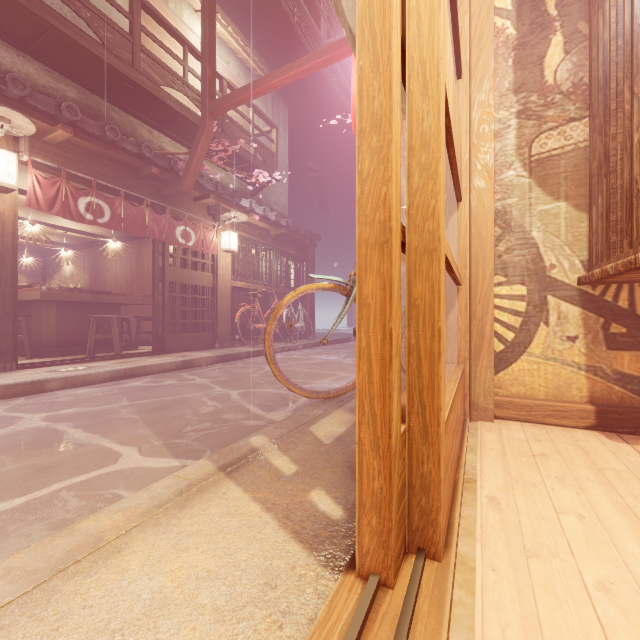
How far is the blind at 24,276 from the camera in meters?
18.6 m

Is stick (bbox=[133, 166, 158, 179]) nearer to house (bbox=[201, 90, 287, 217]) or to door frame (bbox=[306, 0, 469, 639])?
door frame (bbox=[306, 0, 469, 639])

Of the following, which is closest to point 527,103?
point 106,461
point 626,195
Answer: point 626,195

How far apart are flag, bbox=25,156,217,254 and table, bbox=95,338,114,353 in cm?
346

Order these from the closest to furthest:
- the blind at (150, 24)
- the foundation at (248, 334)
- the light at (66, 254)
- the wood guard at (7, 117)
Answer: the wood guard at (7, 117)
the blind at (150, 24)
the light at (66, 254)
the foundation at (248, 334)

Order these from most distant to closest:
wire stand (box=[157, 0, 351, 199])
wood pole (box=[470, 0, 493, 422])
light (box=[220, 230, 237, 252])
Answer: light (box=[220, 230, 237, 252]), wire stand (box=[157, 0, 351, 199]), wood pole (box=[470, 0, 493, 422])

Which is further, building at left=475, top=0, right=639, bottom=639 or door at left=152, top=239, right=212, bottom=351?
door at left=152, top=239, right=212, bottom=351

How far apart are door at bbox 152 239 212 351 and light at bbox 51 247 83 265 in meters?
6.6 m
